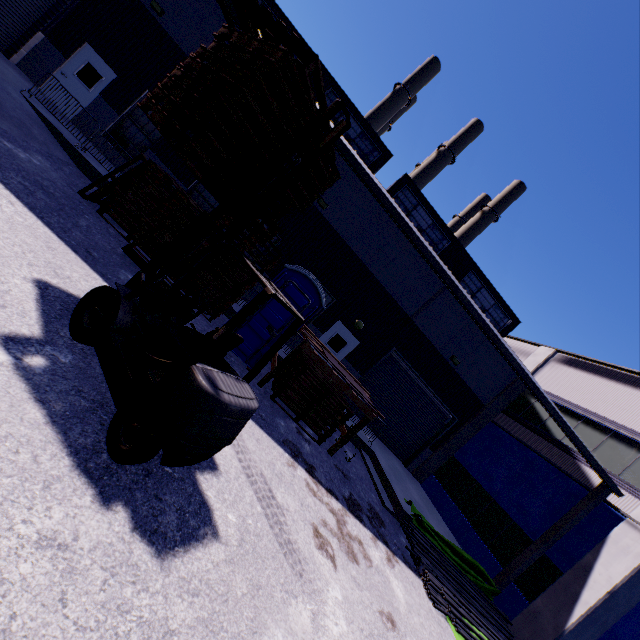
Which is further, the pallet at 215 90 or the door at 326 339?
the door at 326 339

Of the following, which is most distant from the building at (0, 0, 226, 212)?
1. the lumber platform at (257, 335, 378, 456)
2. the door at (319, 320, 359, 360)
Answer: the lumber platform at (257, 335, 378, 456)

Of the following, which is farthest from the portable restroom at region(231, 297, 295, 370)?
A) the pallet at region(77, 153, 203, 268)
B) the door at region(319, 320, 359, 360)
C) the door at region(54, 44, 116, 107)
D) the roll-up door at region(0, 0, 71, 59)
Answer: the roll-up door at region(0, 0, 71, 59)

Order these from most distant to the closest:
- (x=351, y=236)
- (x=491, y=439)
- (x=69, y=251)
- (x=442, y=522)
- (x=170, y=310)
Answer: (x=491, y=439), (x=351, y=236), (x=442, y=522), (x=69, y=251), (x=170, y=310)

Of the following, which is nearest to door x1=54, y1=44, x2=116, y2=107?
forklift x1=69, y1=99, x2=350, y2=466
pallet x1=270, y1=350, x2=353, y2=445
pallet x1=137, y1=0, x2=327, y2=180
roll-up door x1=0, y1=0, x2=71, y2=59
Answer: roll-up door x1=0, y1=0, x2=71, y2=59

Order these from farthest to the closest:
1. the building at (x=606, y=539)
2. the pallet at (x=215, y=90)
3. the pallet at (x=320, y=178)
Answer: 1. the building at (x=606, y=539)
2. the pallet at (x=320, y=178)
3. the pallet at (x=215, y=90)

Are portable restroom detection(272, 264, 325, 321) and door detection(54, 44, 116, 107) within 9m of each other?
no

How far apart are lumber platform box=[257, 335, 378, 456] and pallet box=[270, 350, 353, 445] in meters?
0.2 m
